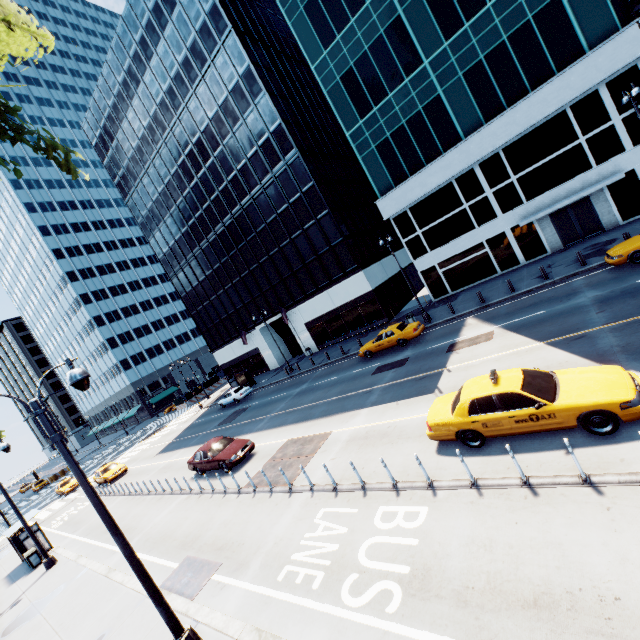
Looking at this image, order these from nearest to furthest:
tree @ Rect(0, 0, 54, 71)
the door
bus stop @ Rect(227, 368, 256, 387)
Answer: tree @ Rect(0, 0, 54, 71) → the door → bus stop @ Rect(227, 368, 256, 387)

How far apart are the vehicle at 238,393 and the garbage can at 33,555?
18.3m

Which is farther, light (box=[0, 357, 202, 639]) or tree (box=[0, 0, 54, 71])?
tree (box=[0, 0, 54, 71])

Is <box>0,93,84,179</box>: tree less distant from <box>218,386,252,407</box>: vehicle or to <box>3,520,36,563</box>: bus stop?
<box>3,520,36,563</box>: bus stop

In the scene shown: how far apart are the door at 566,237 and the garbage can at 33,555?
40.1m

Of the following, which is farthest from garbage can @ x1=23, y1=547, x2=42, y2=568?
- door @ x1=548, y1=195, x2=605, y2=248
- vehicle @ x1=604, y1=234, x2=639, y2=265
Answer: door @ x1=548, y1=195, x2=605, y2=248

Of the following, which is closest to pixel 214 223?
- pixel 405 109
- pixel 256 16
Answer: pixel 256 16

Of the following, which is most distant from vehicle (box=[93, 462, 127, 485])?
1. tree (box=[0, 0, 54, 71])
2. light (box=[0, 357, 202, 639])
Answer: light (box=[0, 357, 202, 639])
